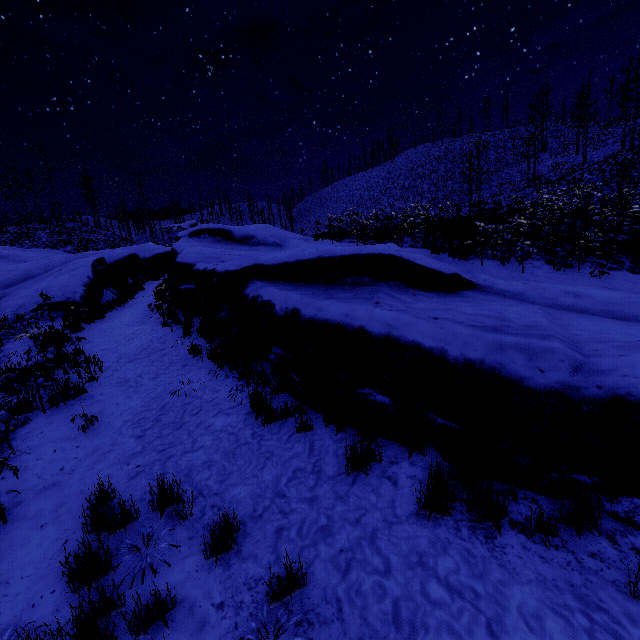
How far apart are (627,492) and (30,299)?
18.6m
